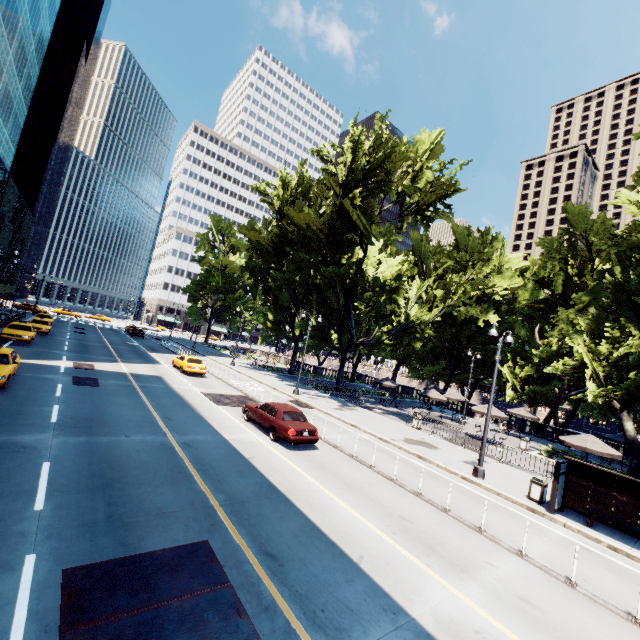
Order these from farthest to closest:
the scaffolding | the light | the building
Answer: the building
the scaffolding
the light

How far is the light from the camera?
15.4m

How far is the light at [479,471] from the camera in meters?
15.4 m

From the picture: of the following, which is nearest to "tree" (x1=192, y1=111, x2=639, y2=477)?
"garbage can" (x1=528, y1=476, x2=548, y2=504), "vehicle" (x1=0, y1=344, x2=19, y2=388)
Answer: "garbage can" (x1=528, y1=476, x2=548, y2=504)

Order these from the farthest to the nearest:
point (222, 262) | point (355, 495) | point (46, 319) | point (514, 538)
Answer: point (222, 262) → point (46, 319) → point (355, 495) → point (514, 538)

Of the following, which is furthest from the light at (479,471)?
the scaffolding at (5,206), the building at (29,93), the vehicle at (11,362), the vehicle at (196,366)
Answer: the building at (29,93)

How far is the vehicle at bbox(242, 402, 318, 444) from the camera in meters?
14.3 m

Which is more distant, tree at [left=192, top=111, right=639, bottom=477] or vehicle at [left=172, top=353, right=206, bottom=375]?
vehicle at [left=172, top=353, right=206, bottom=375]
